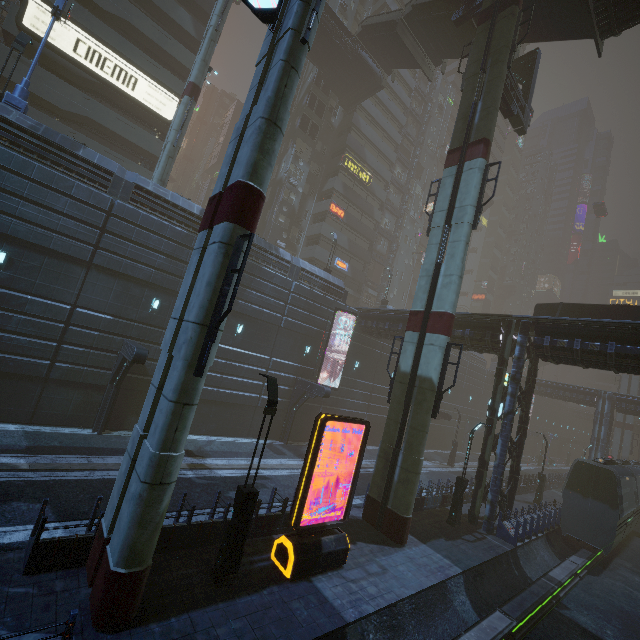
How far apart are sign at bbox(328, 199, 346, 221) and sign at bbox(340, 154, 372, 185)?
4.3 meters

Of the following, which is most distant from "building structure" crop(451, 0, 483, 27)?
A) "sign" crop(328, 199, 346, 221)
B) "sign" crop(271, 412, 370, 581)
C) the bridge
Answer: "sign" crop(328, 199, 346, 221)

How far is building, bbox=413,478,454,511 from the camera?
17.88m

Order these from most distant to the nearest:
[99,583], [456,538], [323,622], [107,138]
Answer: [107,138], [456,538], [323,622], [99,583]

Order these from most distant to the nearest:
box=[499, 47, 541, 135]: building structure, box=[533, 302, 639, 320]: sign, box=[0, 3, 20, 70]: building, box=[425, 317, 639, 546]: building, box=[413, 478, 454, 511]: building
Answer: box=[0, 3, 20, 70]: building
box=[533, 302, 639, 320]: sign
box=[499, 47, 541, 135]: building structure
box=[413, 478, 454, 511]: building
box=[425, 317, 639, 546]: building

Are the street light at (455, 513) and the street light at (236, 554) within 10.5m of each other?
no

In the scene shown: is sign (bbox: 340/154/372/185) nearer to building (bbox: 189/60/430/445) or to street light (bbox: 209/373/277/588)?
building (bbox: 189/60/430/445)

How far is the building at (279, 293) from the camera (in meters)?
22.11
